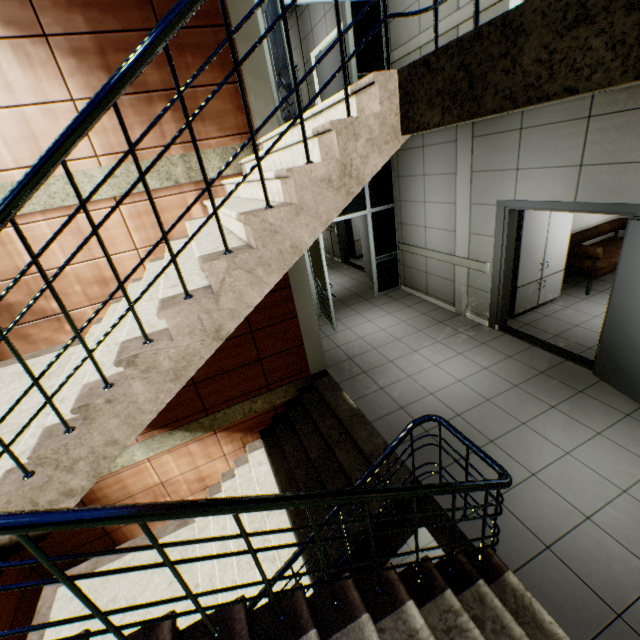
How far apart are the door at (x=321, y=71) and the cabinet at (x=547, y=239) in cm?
440

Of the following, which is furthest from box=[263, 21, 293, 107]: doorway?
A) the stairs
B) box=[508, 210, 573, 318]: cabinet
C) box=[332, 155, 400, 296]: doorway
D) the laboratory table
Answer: the laboratory table

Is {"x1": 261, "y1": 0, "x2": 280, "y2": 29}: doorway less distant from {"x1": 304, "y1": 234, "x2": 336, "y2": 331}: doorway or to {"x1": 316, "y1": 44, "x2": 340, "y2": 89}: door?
{"x1": 304, "y1": 234, "x2": 336, "y2": 331}: doorway

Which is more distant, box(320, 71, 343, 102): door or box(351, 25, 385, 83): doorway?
box(320, 71, 343, 102): door

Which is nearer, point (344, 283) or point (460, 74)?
point (460, 74)

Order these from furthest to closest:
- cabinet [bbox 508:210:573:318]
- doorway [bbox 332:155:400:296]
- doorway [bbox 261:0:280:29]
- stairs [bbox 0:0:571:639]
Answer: doorway [bbox 332:155:400:296]
cabinet [bbox 508:210:573:318]
doorway [bbox 261:0:280:29]
stairs [bbox 0:0:571:639]

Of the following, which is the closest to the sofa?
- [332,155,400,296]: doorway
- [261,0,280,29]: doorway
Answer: [332,155,400,296]: doorway
